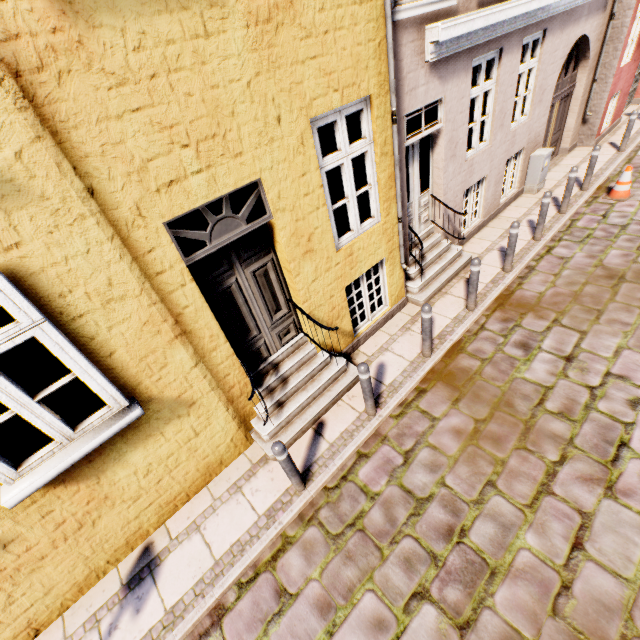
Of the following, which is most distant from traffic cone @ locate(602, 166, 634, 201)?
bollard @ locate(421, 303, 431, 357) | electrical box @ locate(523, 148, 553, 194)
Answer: bollard @ locate(421, 303, 431, 357)

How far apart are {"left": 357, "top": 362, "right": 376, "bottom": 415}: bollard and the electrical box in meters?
8.4

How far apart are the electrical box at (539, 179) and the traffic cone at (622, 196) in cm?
147

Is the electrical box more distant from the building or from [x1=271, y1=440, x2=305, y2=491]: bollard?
[x1=271, y1=440, x2=305, y2=491]: bollard

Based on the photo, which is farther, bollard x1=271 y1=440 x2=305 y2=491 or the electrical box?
the electrical box

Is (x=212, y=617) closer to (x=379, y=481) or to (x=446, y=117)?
(x=379, y=481)

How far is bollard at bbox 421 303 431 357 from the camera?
4.95m

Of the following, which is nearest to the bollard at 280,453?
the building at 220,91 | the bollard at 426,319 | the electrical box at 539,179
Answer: the building at 220,91
